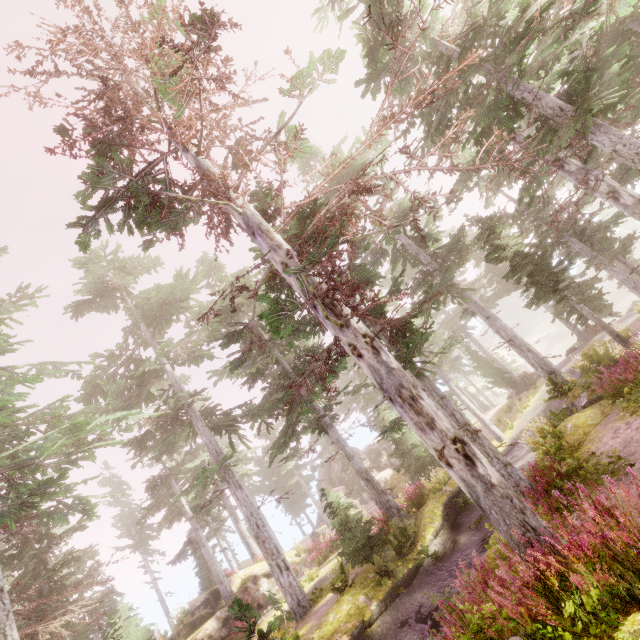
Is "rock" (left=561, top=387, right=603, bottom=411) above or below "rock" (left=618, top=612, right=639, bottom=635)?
below

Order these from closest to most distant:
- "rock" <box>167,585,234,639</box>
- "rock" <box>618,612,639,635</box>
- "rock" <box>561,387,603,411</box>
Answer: "rock" <box>618,612,639,635</box>
"rock" <box>561,387,603,411</box>
"rock" <box>167,585,234,639</box>

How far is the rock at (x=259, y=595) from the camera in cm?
2098

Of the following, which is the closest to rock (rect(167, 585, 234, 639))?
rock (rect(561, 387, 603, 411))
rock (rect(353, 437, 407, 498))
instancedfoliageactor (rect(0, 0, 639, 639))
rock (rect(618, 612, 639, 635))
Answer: instancedfoliageactor (rect(0, 0, 639, 639))

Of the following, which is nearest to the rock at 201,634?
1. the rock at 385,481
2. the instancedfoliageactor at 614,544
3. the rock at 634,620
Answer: the instancedfoliageactor at 614,544

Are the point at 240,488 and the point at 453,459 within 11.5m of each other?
no

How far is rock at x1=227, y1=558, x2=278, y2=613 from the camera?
20.98m

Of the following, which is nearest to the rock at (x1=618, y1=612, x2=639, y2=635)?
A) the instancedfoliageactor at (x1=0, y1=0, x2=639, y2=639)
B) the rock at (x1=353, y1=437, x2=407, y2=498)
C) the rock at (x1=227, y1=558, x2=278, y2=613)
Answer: the instancedfoliageactor at (x1=0, y1=0, x2=639, y2=639)
